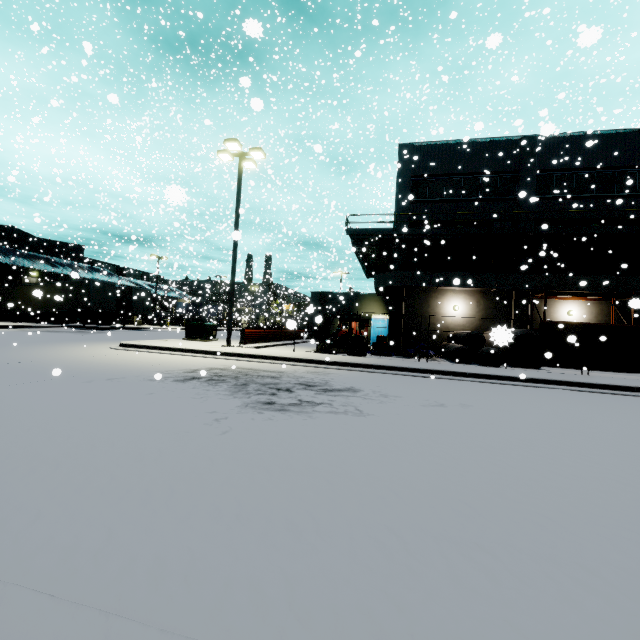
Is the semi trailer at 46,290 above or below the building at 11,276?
below

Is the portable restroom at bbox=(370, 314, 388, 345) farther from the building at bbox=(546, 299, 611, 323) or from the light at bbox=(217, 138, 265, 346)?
the light at bbox=(217, 138, 265, 346)

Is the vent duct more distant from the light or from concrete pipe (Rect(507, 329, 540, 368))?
concrete pipe (Rect(507, 329, 540, 368))

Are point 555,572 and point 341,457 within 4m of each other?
yes

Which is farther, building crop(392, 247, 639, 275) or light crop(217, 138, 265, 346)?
building crop(392, 247, 639, 275)

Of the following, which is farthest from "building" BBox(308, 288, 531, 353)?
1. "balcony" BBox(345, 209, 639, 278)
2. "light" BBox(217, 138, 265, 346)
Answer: "light" BBox(217, 138, 265, 346)

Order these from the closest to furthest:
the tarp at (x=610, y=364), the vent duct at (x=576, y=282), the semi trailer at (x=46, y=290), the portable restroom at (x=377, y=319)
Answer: the tarp at (x=610, y=364)
the vent duct at (x=576, y=282)
the semi trailer at (x=46, y=290)
the portable restroom at (x=377, y=319)

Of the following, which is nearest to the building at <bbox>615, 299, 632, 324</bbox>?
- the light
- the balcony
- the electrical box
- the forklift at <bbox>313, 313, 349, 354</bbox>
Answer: the balcony
